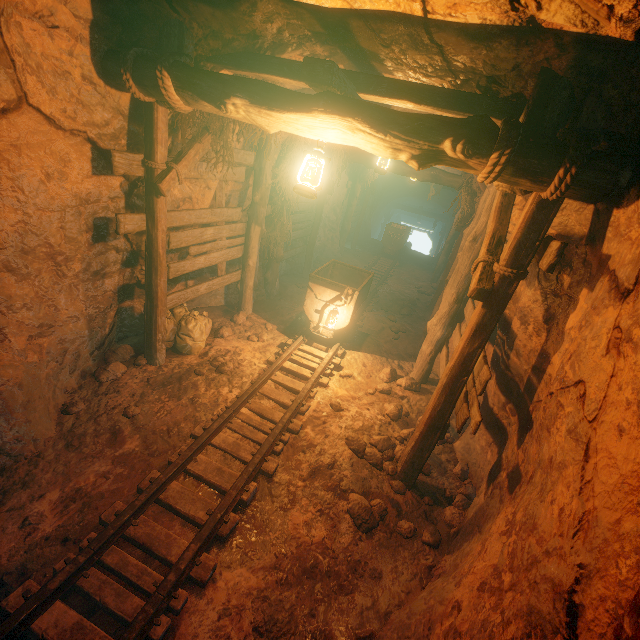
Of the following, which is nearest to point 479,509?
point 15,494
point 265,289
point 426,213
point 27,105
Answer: point 15,494

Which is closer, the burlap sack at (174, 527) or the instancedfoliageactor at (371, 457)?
the burlap sack at (174, 527)

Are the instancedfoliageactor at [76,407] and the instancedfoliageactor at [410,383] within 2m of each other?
no

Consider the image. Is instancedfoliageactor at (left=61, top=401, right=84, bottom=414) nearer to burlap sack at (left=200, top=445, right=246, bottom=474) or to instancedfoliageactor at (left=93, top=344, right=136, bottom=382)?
burlap sack at (left=200, top=445, right=246, bottom=474)

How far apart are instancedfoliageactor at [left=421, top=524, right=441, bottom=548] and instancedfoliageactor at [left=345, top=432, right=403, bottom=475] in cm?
33

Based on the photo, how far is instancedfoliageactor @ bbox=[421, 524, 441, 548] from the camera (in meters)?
3.48

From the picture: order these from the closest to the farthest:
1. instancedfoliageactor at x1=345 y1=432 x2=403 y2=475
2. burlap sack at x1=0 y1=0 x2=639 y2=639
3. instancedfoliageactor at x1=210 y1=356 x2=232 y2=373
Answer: burlap sack at x1=0 y1=0 x2=639 y2=639
instancedfoliageactor at x1=345 y1=432 x2=403 y2=475
instancedfoliageactor at x1=210 y1=356 x2=232 y2=373
